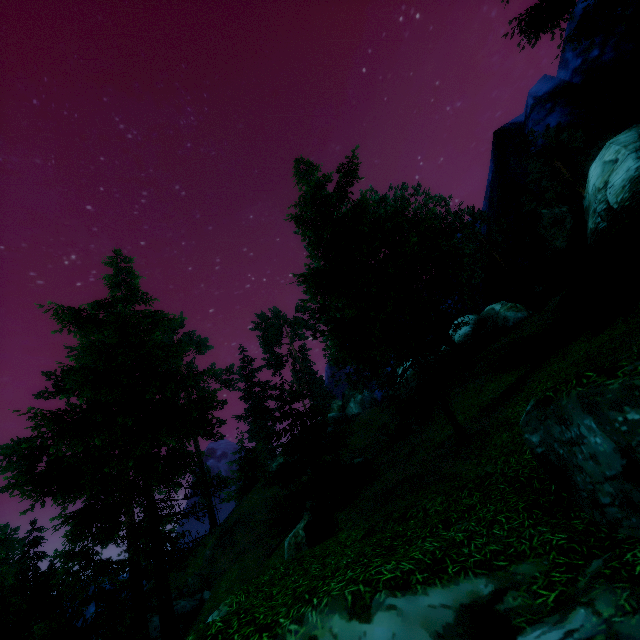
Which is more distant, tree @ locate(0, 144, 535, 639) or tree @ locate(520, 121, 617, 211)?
tree @ locate(520, 121, 617, 211)

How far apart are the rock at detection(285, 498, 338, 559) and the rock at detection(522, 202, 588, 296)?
19.17m

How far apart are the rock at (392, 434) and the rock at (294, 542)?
10.13m

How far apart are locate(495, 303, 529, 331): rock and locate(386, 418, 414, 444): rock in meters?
14.9 m

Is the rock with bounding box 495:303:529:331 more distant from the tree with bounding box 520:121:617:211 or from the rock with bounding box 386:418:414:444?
the rock with bounding box 386:418:414:444

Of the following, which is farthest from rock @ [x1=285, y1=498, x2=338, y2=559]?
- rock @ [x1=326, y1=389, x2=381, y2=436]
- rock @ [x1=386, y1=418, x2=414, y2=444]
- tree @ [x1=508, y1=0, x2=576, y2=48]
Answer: rock @ [x1=326, y1=389, x2=381, y2=436]

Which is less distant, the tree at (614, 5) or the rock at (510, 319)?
the tree at (614, 5)

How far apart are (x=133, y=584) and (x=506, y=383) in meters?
23.2
